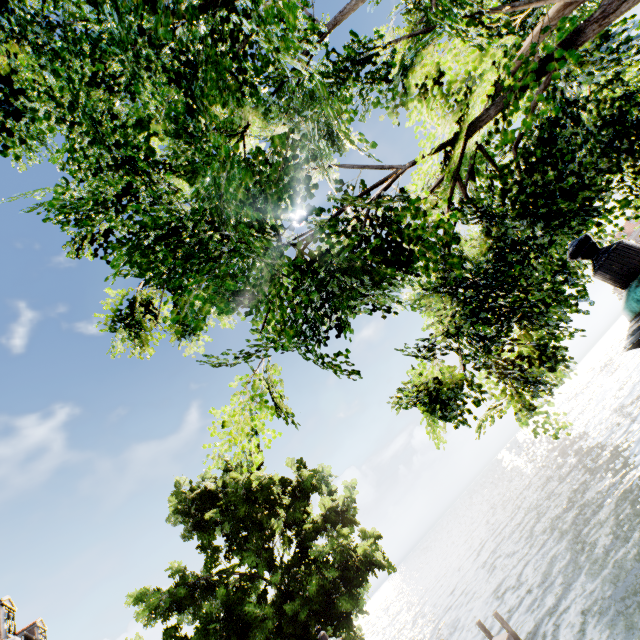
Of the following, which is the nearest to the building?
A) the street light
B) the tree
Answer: the tree

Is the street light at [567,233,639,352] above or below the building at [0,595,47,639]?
below

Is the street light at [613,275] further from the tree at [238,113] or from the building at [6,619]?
the building at [6,619]

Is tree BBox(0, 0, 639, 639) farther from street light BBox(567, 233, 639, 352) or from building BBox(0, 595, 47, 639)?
building BBox(0, 595, 47, 639)

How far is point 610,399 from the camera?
48.2m

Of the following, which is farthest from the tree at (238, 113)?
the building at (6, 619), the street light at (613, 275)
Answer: the building at (6, 619)

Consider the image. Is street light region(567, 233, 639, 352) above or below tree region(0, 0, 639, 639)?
below
